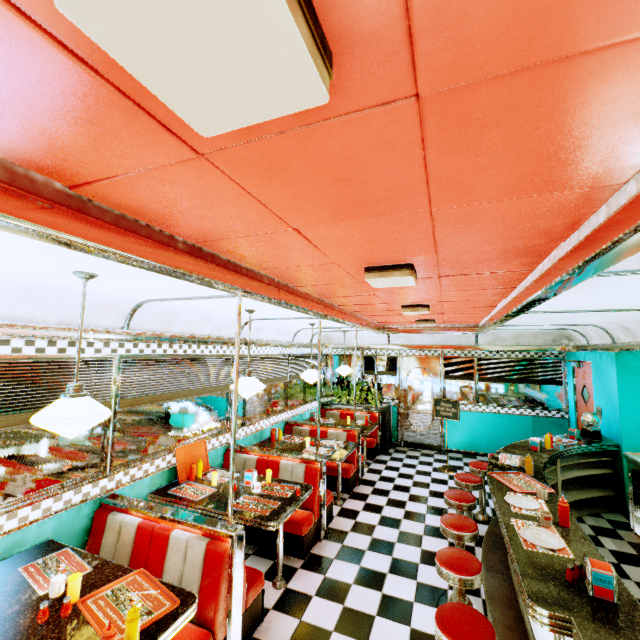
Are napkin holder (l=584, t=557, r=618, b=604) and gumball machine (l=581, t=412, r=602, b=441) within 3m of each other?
no

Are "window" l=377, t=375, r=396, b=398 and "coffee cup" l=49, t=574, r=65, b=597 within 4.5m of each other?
no

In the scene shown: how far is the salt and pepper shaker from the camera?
2.0m

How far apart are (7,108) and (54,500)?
3.37m

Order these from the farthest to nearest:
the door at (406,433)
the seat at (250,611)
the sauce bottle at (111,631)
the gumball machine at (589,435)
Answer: the door at (406,433)
the gumball machine at (589,435)
the seat at (250,611)
the sauce bottle at (111,631)

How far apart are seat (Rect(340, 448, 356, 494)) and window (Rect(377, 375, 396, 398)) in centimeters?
305cm

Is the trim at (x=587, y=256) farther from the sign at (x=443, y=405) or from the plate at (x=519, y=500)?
the plate at (x=519, y=500)

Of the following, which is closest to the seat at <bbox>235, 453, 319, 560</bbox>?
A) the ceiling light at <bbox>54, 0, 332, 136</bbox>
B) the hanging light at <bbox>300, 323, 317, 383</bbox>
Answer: the hanging light at <bbox>300, 323, 317, 383</bbox>
